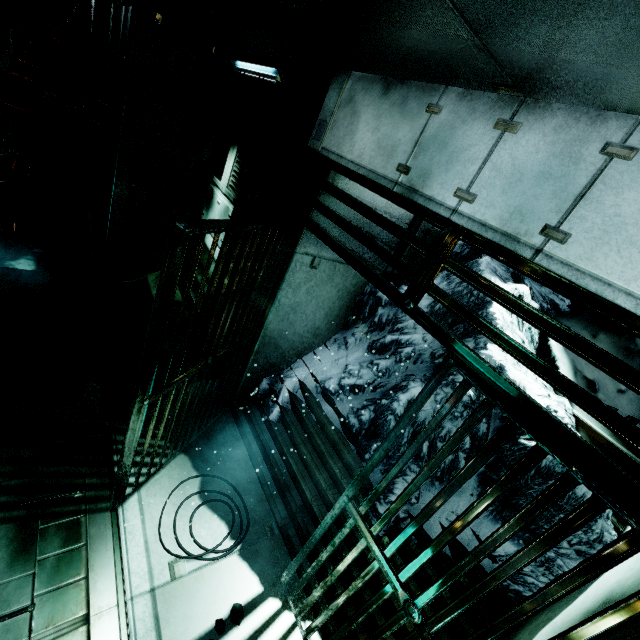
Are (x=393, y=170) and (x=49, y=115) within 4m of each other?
no

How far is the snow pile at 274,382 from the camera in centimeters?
455cm

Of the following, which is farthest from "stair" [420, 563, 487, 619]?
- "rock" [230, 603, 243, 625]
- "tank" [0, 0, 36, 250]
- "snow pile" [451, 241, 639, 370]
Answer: "tank" [0, 0, 36, 250]

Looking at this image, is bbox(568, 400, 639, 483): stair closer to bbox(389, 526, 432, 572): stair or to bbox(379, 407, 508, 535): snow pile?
bbox(379, 407, 508, 535): snow pile

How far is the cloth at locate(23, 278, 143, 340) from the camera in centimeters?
467cm

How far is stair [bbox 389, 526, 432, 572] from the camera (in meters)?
3.18

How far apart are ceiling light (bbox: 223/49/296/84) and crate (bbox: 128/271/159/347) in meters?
3.1 m

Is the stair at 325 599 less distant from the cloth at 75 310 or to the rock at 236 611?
the rock at 236 611
